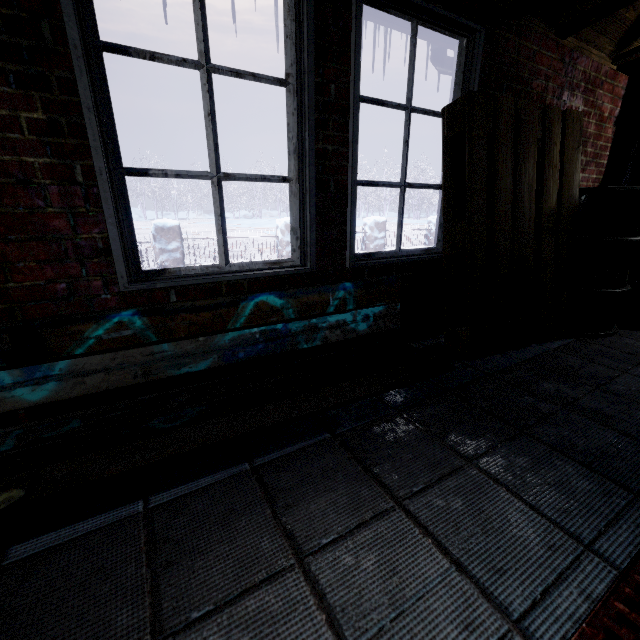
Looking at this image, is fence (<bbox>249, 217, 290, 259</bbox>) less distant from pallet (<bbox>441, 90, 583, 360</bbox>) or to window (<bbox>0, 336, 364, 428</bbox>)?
window (<bbox>0, 336, 364, 428</bbox>)

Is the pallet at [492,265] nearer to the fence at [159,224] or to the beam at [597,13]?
the beam at [597,13]

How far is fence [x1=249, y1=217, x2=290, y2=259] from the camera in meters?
6.6 m

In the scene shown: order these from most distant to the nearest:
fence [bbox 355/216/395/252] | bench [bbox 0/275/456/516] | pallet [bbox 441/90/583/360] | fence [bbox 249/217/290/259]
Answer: fence [bbox 355/216/395/252] < fence [bbox 249/217/290/259] < pallet [bbox 441/90/583/360] < bench [bbox 0/275/456/516]

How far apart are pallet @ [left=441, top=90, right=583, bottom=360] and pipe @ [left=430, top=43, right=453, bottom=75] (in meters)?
0.21

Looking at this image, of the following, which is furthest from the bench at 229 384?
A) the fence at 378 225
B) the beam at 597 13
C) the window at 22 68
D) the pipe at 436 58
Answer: the fence at 378 225

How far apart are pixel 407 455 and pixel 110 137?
1.65m
